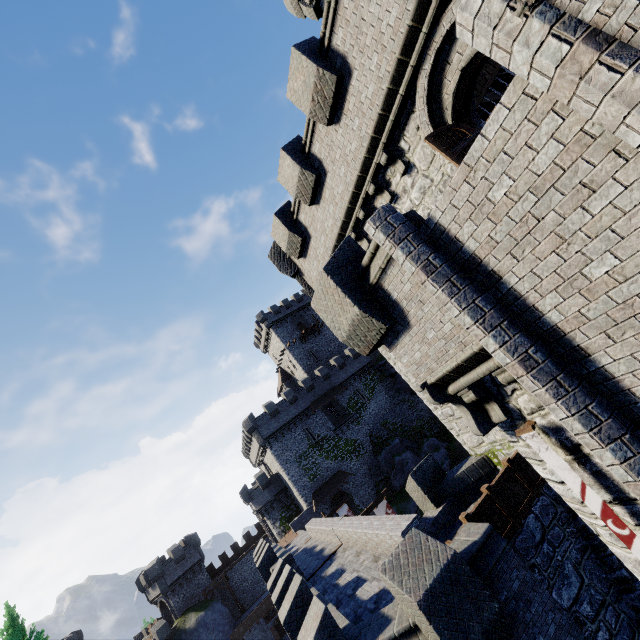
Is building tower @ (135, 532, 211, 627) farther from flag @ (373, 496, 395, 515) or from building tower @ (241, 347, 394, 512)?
flag @ (373, 496, 395, 515)

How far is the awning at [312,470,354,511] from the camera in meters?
37.4

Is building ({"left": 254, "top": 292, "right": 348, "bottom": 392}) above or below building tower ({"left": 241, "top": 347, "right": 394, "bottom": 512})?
above

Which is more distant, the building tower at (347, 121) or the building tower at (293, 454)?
the building tower at (293, 454)

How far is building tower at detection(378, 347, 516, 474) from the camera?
11.0m

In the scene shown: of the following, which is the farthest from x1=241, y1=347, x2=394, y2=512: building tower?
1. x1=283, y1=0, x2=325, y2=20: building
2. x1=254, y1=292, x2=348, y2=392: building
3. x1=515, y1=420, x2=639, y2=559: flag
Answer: x1=515, y1=420, x2=639, y2=559: flag

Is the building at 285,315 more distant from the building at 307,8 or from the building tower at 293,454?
the building at 307,8

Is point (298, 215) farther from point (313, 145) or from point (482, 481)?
point (482, 481)
